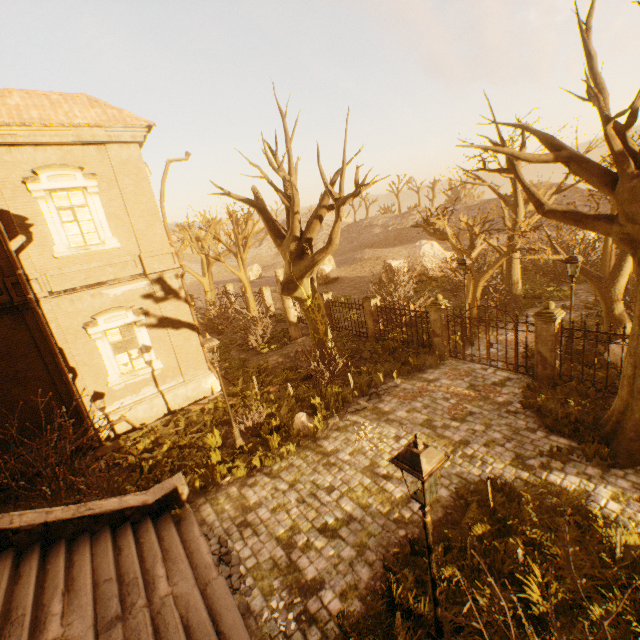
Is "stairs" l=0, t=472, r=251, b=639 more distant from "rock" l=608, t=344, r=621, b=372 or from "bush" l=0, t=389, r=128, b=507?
"rock" l=608, t=344, r=621, b=372

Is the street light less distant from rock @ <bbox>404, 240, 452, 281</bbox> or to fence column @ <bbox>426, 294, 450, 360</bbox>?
fence column @ <bbox>426, 294, 450, 360</bbox>

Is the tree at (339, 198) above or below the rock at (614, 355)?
above

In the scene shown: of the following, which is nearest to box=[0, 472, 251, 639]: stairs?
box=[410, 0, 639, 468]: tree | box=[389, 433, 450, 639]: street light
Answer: box=[389, 433, 450, 639]: street light

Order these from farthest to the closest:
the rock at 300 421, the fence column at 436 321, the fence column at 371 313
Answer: the fence column at 371 313 → the fence column at 436 321 → the rock at 300 421

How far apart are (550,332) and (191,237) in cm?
2673

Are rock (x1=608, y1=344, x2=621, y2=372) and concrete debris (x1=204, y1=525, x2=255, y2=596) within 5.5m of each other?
no

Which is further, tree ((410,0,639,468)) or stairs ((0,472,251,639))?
tree ((410,0,639,468))
